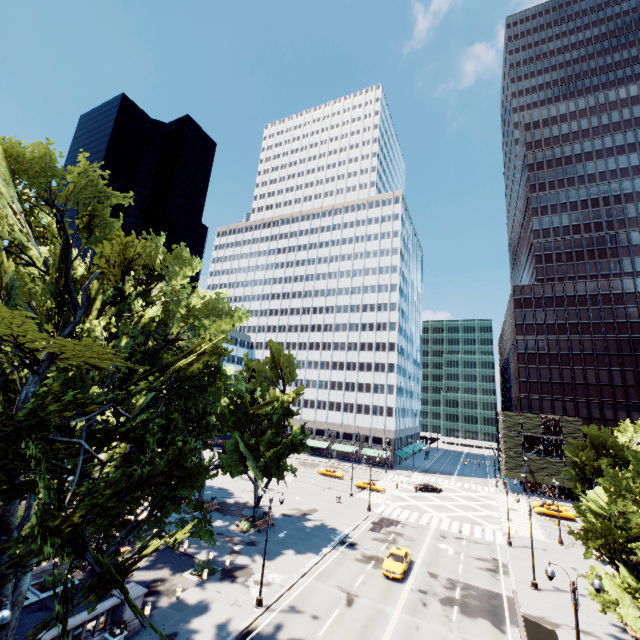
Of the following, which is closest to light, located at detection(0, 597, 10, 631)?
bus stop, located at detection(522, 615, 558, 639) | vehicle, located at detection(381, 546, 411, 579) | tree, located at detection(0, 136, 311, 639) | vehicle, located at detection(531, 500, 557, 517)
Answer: tree, located at detection(0, 136, 311, 639)

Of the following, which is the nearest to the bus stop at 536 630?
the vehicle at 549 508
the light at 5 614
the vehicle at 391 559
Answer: the vehicle at 391 559

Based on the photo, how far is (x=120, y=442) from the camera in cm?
1636

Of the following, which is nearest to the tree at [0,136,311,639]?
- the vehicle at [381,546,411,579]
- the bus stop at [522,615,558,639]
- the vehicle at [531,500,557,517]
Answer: the bus stop at [522,615,558,639]

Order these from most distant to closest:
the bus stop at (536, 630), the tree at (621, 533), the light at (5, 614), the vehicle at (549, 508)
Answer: the vehicle at (549, 508), the tree at (621, 533), the bus stop at (536, 630), the light at (5, 614)

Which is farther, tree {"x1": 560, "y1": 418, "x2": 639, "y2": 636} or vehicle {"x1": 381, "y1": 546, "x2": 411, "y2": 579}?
vehicle {"x1": 381, "y1": 546, "x2": 411, "y2": 579}

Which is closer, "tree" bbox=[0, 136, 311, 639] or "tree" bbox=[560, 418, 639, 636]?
"tree" bbox=[0, 136, 311, 639]

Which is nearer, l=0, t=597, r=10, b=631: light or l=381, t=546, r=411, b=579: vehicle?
l=0, t=597, r=10, b=631: light
